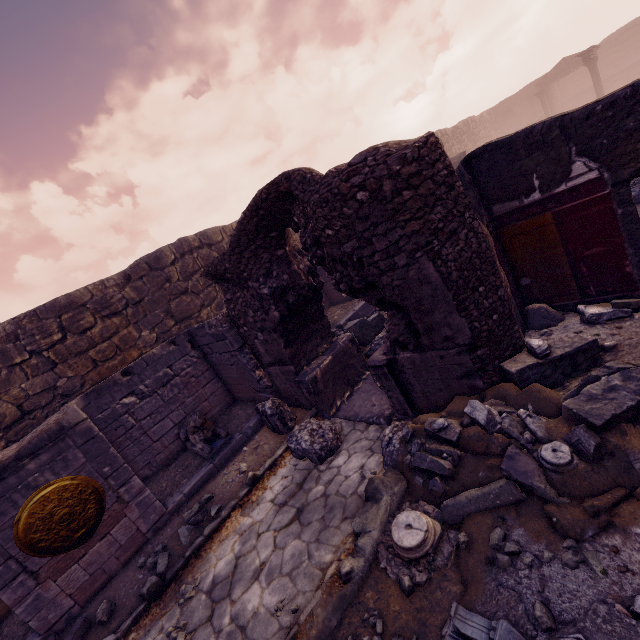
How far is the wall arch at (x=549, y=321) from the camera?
4.5 meters

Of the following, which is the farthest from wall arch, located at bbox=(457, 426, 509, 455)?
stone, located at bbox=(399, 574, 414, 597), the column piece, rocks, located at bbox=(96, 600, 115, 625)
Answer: rocks, located at bbox=(96, 600, 115, 625)

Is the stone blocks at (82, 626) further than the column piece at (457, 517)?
Yes

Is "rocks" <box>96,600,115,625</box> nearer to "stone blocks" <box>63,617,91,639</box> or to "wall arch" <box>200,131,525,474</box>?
"stone blocks" <box>63,617,91,639</box>

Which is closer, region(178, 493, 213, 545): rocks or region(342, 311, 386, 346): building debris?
region(178, 493, 213, 545): rocks

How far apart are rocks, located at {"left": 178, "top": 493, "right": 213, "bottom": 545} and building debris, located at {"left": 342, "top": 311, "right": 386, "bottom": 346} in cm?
460

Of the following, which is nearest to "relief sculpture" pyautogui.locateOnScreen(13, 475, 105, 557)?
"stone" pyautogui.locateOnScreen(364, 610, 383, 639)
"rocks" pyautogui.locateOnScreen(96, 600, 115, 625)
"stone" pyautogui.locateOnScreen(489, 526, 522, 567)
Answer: "rocks" pyautogui.locateOnScreen(96, 600, 115, 625)

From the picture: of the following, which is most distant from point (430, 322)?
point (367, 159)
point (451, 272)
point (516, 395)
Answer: point (367, 159)
